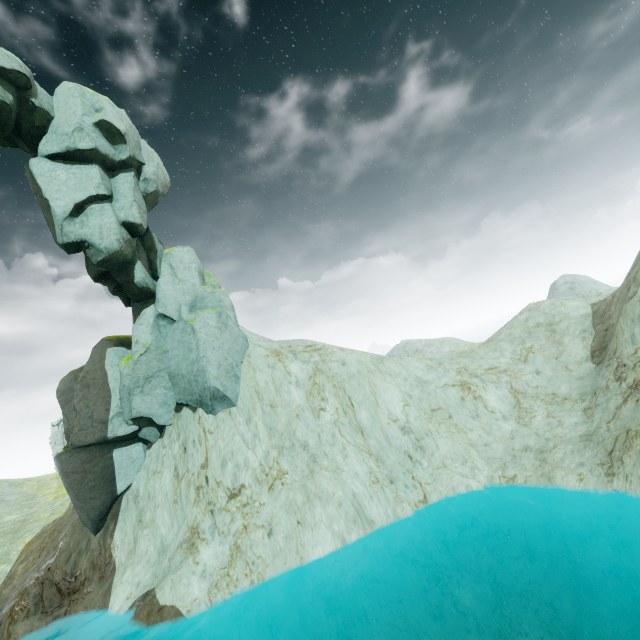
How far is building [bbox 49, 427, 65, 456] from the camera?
57.88m

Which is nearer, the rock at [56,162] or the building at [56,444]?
the rock at [56,162]

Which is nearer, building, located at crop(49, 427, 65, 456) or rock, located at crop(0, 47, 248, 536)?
rock, located at crop(0, 47, 248, 536)

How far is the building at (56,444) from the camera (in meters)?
57.88

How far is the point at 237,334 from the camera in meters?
21.6 m
